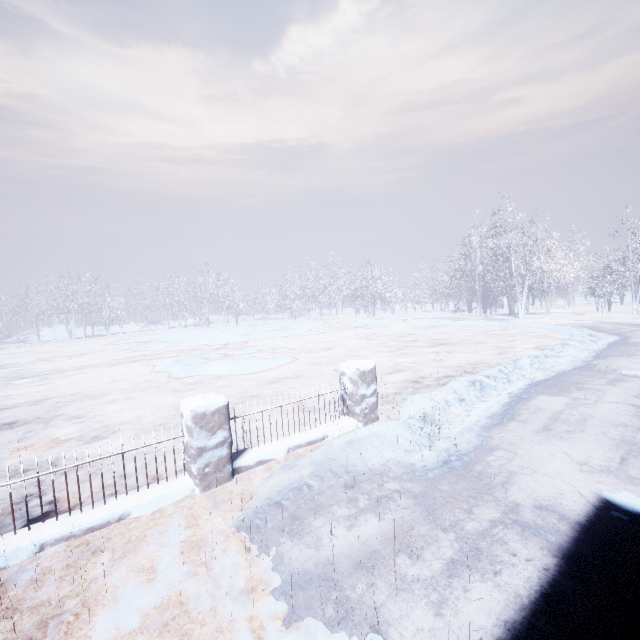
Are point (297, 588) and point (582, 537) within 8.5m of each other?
yes
